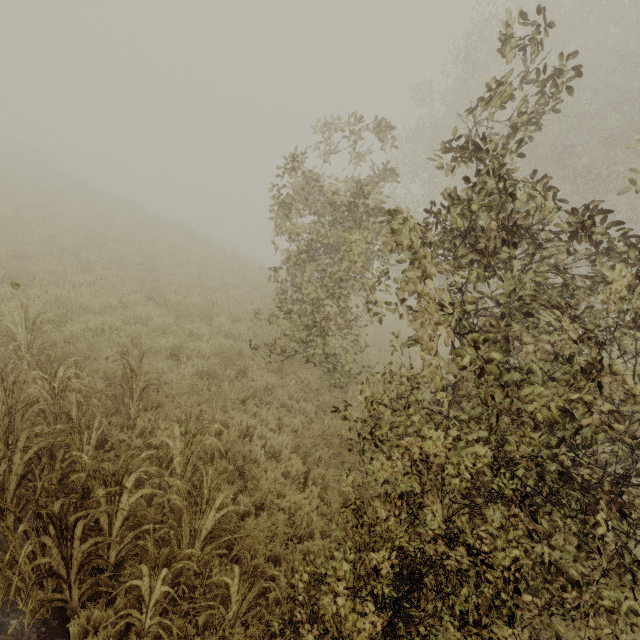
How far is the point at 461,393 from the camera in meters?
4.0
